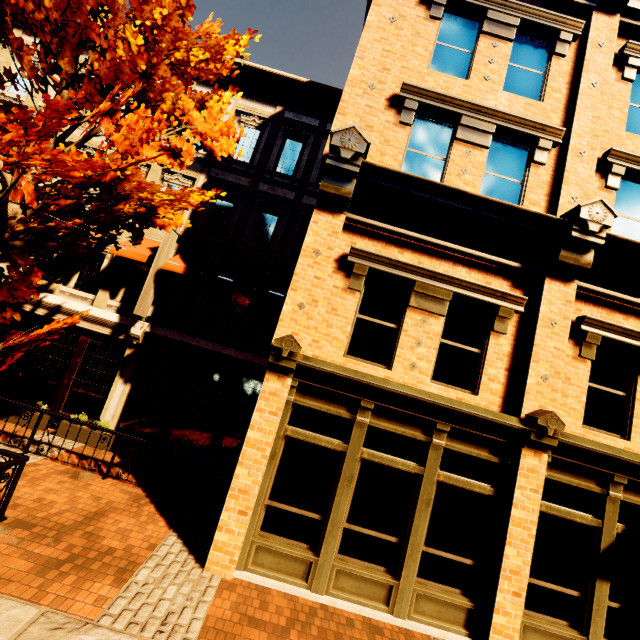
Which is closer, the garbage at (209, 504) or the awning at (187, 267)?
the garbage at (209, 504)

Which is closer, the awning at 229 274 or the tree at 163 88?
the tree at 163 88

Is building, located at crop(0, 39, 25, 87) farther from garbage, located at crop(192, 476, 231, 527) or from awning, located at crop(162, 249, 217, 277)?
garbage, located at crop(192, 476, 231, 527)

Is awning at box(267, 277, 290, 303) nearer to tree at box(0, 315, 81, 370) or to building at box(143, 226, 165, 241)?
building at box(143, 226, 165, 241)

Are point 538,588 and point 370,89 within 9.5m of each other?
no

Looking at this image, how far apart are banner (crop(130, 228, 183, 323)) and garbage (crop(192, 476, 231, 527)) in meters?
5.1

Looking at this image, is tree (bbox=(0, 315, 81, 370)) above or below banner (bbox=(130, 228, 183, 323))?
below

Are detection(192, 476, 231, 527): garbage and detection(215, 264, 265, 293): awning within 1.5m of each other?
no
